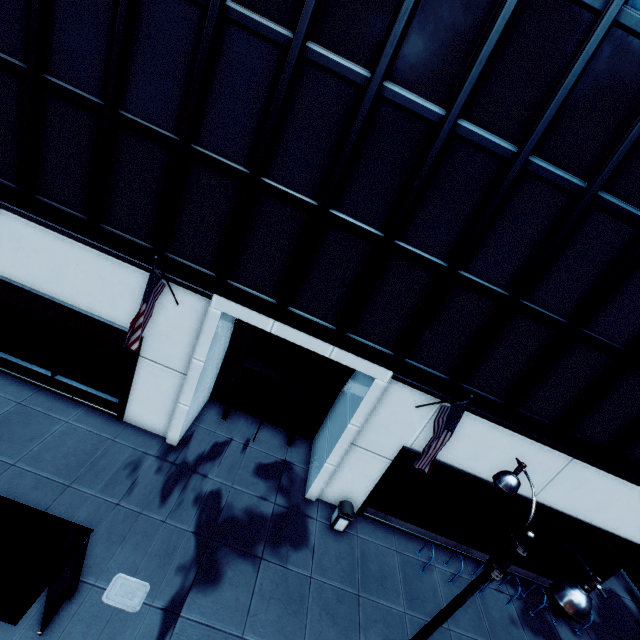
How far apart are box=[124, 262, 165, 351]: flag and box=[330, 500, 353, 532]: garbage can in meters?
8.6 m

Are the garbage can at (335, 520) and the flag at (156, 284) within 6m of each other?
no

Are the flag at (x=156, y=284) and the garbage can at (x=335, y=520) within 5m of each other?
no

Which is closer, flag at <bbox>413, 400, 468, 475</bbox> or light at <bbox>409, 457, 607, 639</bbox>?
light at <bbox>409, 457, 607, 639</bbox>

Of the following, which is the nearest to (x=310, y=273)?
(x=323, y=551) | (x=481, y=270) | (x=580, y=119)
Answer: (x=481, y=270)

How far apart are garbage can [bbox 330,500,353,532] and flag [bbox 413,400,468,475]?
3.8 meters

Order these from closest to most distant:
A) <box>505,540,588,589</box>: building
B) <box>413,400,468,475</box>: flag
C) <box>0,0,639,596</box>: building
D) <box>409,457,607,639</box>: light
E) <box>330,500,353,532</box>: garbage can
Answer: <box>409,457,607,639</box>: light → <box>0,0,639,596</box>: building → <box>413,400,468,475</box>: flag → <box>330,500,353,532</box>: garbage can → <box>505,540,588,589</box>: building

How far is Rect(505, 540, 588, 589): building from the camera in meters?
12.6
